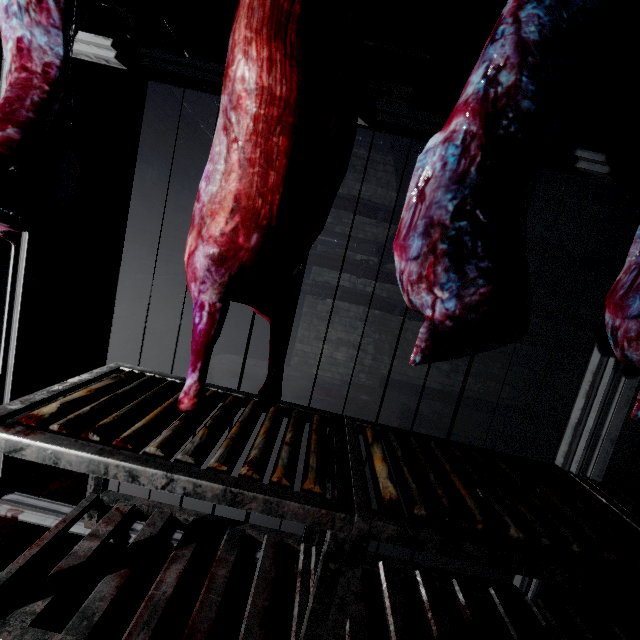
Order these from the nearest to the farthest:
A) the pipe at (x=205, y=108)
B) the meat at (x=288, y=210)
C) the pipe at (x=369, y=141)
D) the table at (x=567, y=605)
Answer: the meat at (x=288, y=210) → the table at (x=567, y=605) → the pipe at (x=205, y=108) → the pipe at (x=369, y=141)

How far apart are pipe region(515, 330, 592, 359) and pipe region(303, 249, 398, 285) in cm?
11

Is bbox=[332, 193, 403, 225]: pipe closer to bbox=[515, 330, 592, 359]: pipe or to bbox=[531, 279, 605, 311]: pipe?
bbox=[531, 279, 605, 311]: pipe

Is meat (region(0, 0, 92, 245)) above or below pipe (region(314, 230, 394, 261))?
below

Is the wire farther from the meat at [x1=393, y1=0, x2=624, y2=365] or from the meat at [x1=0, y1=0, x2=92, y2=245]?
the meat at [x1=393, y1=0, x2=624, y2=365]

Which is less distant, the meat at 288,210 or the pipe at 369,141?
the meat at 288,210

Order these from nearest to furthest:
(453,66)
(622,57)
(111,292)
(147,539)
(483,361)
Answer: (147,539)
(111,292)
(622,57)
(453,66)
(483,361)

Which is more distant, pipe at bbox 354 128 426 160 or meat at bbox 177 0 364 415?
pipe at bbox 354 128 426 160
